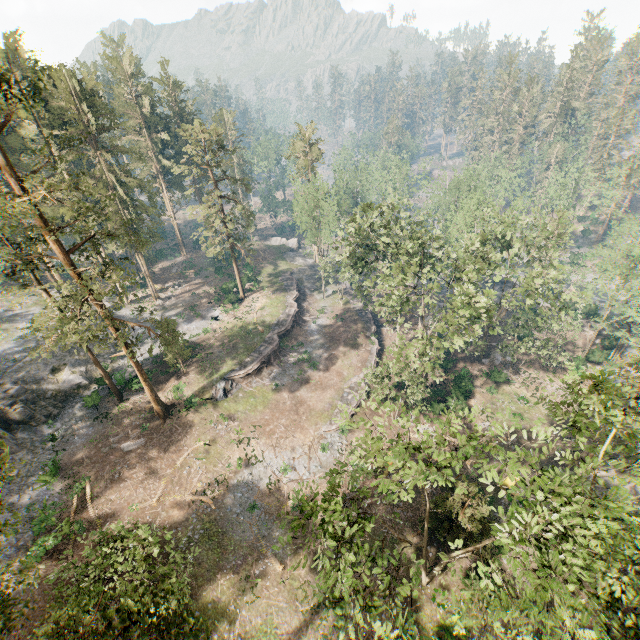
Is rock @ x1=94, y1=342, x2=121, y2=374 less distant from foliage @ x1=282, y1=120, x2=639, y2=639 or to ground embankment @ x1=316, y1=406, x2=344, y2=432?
foliage @ x1=282, y1=120, x2=639, y2=639

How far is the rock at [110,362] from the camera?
38.47m

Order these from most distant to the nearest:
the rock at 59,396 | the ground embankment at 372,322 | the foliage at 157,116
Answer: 1. the ground embankment at 372,322
2. the rock at 59,396
3. the foliage at 157,116

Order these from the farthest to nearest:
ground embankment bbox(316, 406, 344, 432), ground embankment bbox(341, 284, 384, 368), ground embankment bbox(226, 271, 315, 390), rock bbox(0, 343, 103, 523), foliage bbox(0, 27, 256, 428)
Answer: ground embankment bbox(341, 284, 384, 368), ground embankment bbox(226, 271, 315, 390), ground embankment bbox(316, 406, 344, 432), rock bbox(0, 343, 103, 523), foliage bbox(0, 27, 256, 428)

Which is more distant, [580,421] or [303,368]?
[303,368]

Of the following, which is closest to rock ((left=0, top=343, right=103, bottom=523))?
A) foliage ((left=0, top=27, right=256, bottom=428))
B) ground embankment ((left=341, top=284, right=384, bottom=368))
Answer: foliage ((left=0, top=27, right=256, bottom=428))

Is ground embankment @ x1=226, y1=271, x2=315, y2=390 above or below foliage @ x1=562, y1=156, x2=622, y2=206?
below
